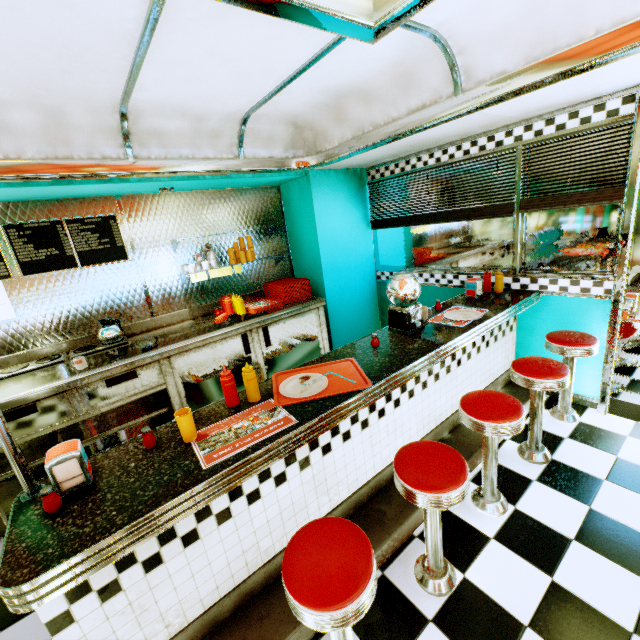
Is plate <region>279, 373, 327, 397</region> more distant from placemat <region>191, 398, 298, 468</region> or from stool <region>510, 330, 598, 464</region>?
stool <region>510, 330, 598, 464</region>

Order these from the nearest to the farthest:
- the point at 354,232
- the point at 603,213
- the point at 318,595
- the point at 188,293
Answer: the point at 318,595
the point at 603,213
the point at 188,293
the point at 354,232

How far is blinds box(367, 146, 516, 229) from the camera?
3.1 meters

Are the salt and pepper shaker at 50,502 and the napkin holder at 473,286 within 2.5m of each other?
no

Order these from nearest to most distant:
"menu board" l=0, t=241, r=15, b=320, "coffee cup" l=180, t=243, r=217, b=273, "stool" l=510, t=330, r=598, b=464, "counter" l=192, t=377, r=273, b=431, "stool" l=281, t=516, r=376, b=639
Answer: "stool" l=281, t=516, r=376, b=639 → "counter" l=192, t=377, r=273, b=431 → "stool" l=510, t=330, r=598, b=464 → "menu board" l=0, t=241, r=15, b=320 → "coffee cup" l=180, t=243, r=217, b=273

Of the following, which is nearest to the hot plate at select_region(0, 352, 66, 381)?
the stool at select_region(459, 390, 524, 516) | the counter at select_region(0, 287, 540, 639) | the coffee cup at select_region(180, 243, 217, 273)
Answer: the coffee cup at select_region(180, 243, 217, 273)

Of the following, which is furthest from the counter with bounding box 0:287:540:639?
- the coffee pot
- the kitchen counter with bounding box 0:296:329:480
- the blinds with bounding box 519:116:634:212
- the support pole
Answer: the coffee pot

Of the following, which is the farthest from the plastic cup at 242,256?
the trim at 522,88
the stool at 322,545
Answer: the stool at 322,545
